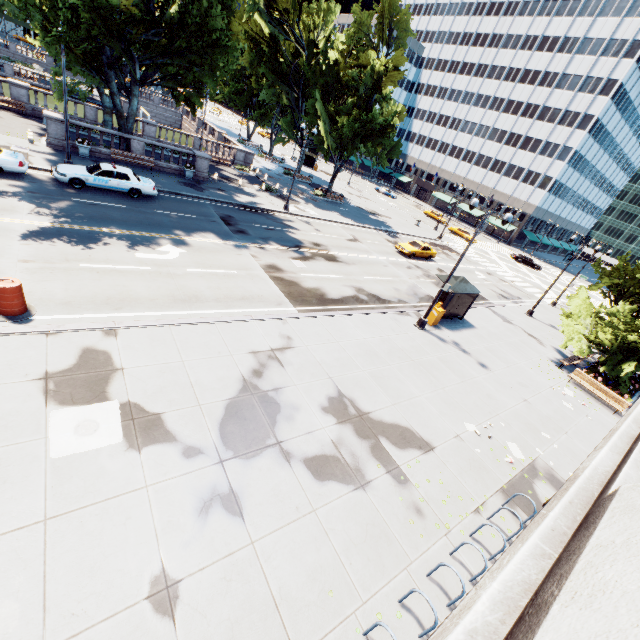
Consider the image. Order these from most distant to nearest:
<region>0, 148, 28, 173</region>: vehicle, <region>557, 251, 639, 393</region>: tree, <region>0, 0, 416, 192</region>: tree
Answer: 1. <region>557, 251, 639, 393</region>: tree
2. <region>0, 0, 416, 192</region>: tree
3. <region>0, 148, 28, 173</region>: vehicle

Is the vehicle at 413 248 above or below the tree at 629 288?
below

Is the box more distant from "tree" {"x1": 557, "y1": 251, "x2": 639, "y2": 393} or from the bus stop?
"tree" {"x1": 557, "y1": 251, "x2": 639, "y2": 393}

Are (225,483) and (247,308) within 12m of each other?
yes

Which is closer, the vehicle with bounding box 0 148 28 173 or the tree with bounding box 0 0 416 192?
the vehicle with bounding box 0 148 28 173

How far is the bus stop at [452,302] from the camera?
19.5m

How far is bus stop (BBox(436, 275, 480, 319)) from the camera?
19.5 meters

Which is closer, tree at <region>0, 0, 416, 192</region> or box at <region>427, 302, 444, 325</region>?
tree at <region>0, 0, 416, 192</region>
